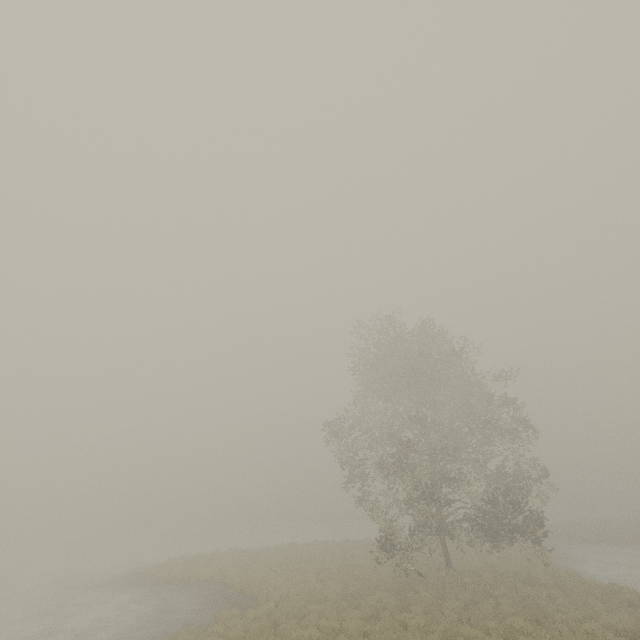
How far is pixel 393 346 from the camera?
26.7m
